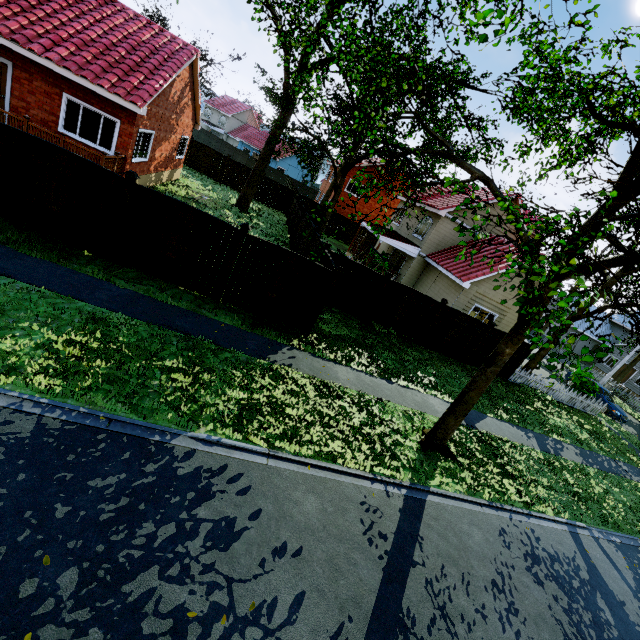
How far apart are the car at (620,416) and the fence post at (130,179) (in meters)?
29.65

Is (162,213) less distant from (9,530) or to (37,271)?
(37,271)

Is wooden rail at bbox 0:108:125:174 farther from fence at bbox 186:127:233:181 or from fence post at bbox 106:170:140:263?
fence post at bbox 106:170:140:263

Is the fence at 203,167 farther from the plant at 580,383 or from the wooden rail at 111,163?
the wooden rail at 111,163

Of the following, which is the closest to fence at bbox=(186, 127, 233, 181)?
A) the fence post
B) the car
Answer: the fence post

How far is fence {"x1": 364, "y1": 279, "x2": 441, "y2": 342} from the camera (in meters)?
14.10

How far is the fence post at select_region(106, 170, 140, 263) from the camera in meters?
8.2 m

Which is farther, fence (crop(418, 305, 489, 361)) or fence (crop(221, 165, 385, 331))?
fence (crop(418, 305, 489, 361))
